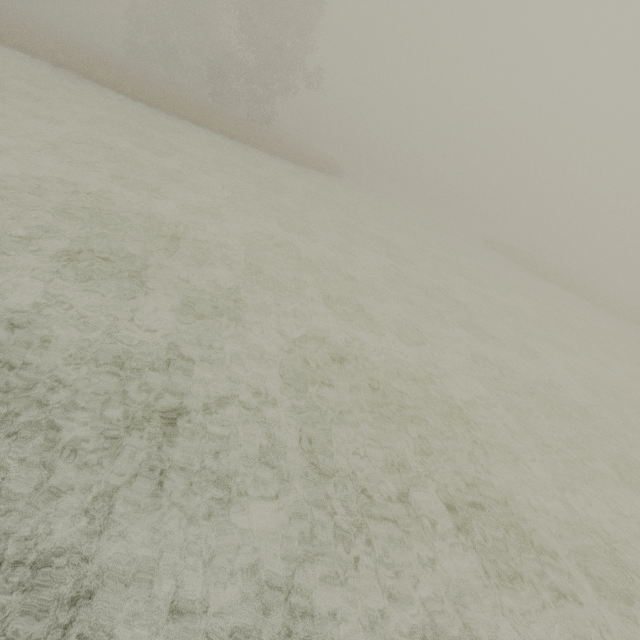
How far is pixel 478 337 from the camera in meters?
11.2 m
